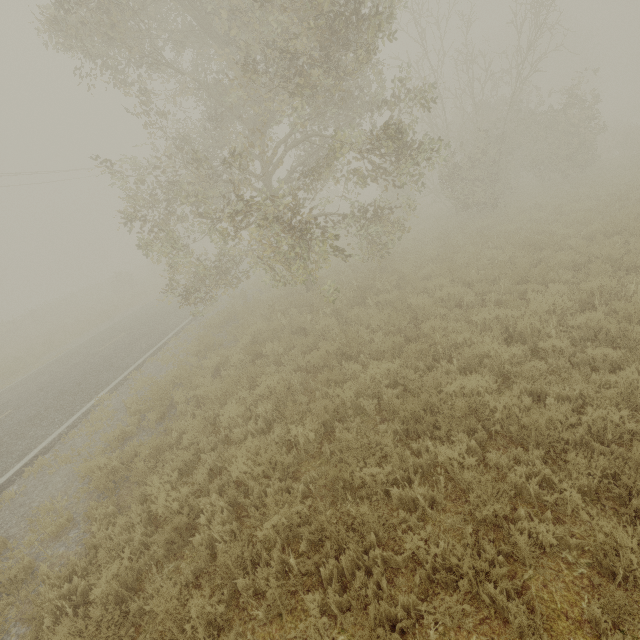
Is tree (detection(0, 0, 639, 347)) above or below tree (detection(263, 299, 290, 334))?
above

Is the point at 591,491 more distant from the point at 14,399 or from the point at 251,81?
the point at 14,399

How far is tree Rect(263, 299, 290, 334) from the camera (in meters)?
10.63

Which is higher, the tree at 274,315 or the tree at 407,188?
the tree at 407,188

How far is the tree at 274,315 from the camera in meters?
10.6

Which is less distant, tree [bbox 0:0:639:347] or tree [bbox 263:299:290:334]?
tree [bbox 0:0:639:347]
